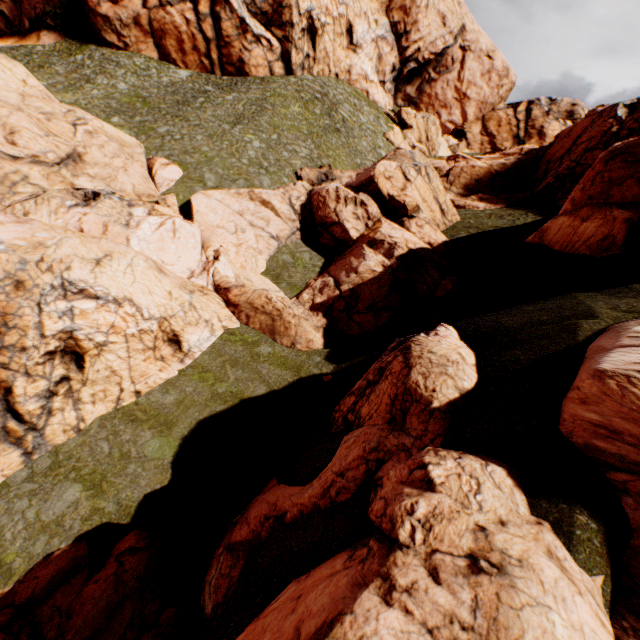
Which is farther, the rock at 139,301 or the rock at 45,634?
the rock at 139,301

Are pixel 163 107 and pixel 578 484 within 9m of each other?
no

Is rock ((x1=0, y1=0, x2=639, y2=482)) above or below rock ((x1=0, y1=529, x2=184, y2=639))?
above

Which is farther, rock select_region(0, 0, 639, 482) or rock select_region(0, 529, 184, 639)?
rock select_region(0, 0, 639, 482)

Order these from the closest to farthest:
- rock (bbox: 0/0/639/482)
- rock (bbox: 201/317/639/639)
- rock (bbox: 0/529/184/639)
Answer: rock (bbox: 201/317/639/639) < rock (bbox: 0/529/184/639) < rock (bbox: 0/0/639/482)
